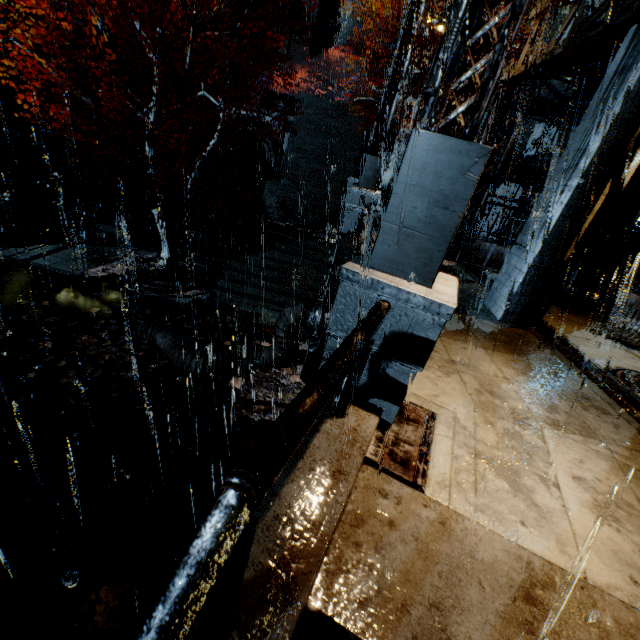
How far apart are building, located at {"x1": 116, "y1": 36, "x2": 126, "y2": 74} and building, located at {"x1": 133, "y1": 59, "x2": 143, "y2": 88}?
0.46m

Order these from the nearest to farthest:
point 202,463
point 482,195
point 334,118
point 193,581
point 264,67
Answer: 1. point 193,581
2. point 202,463
3. point 482,195
4. point 334,118
5. point 264,67

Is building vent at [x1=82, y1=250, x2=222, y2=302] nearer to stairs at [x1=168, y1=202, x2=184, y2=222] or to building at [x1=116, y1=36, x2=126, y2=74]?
stairs at [x1=168, y1=202, x2=184, y2=222]

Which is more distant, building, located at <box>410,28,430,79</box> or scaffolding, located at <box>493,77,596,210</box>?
building, located at <box>410,28,430,79</box>

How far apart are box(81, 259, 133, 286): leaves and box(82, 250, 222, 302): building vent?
0.0m

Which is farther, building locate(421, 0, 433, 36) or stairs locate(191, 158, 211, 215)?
stairs locate(191, 158, 211, 215)

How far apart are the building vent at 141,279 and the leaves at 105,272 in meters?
0.0

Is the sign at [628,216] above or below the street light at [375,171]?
above
